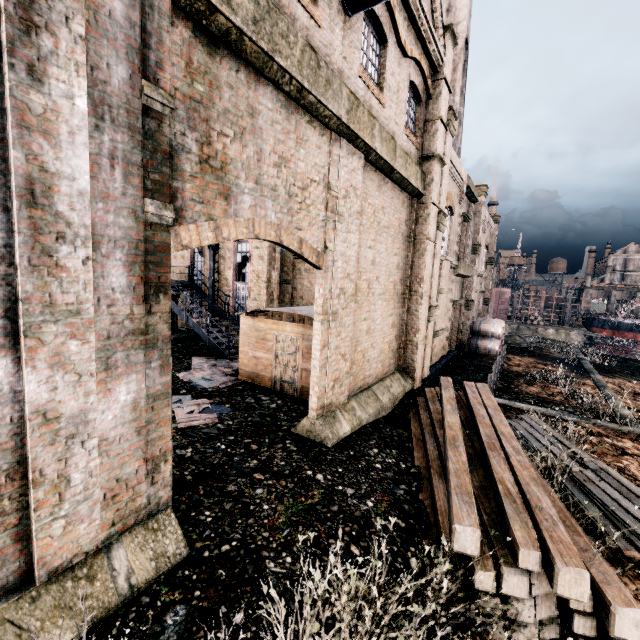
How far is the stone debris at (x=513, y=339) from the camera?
31.75m

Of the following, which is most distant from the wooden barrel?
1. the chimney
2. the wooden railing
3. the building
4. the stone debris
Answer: the chimney

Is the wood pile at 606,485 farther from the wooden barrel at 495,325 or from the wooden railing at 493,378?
the wooden barrel at 495,325

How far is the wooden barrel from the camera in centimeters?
2600cm

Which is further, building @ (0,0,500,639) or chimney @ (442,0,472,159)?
chimney @ (442,0,472,159)

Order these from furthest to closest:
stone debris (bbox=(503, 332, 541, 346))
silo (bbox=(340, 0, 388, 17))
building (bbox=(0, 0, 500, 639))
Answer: stone debris (bbox=(503, 332, 541, 346)) → silo (bbox=(340, 0, 388, 17)) → building (bbox=(0, 0, 500, 639))

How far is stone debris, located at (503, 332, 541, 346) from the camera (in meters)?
31.75

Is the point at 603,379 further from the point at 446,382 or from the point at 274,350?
the point at 274,350
